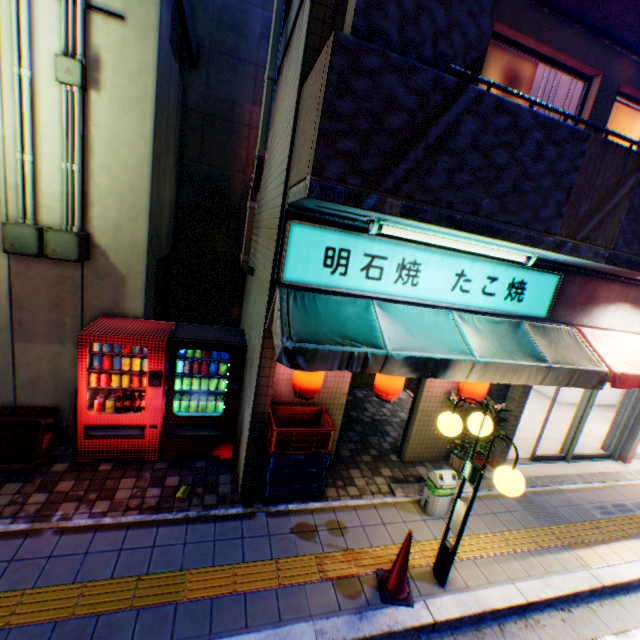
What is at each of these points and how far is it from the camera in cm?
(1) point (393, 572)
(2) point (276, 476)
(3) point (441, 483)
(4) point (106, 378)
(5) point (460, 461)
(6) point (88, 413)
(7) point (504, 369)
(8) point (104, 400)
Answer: (1) road cone, 377
(2) plastic crate, 472
(3) trash box, 490
(4) metal can, 472
(5) flower pot, 614
(6) vending machine, 467
(7) awning, 437
(8) metal can, 480

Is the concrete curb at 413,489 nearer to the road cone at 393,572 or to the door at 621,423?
the door at 621,423

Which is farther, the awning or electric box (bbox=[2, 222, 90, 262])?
electric box (bbox=[2, 222, 90, 262])

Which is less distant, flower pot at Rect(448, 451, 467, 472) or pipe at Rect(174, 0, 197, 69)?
pipe at Rect(174, 0, 197, 69)

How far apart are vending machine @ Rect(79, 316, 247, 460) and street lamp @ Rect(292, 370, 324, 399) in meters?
0.9

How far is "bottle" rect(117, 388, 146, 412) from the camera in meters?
4.8 m

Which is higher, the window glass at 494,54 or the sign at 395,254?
the window glass at 494,54

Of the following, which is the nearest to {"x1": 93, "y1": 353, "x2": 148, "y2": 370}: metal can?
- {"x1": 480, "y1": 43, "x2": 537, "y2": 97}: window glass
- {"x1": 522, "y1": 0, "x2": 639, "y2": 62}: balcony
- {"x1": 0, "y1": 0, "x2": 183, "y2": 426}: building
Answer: {"x1": 0, "y1": 0, "x2": 183, "y2": 426}: building
